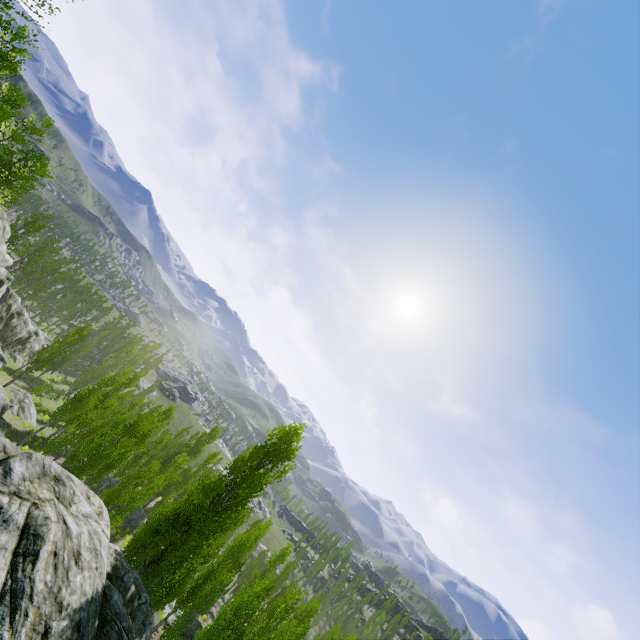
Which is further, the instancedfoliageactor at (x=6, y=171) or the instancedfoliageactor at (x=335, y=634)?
the instancedfoliageactor at (x=6, y=171)

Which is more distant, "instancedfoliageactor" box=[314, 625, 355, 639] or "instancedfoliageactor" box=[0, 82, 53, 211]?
"instancedfoliageactor" box=[0, 82, 53, 211]

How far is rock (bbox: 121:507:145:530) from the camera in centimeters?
3716cm

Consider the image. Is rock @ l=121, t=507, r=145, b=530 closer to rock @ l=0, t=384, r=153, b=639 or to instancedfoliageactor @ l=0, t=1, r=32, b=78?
instancedfoliageactor @ l=0, t=1, r=32, b=78

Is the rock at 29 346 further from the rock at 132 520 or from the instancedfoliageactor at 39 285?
the rock at 132 520

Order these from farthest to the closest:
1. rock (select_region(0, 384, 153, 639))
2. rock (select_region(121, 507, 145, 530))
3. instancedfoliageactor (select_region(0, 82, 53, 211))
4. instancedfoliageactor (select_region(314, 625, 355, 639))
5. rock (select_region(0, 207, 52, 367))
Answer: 1. rock (select_region(121, 507, 145, 530))
2. rock (select_region(0, 207, 52, 367))
3. instancedfoliageactor (select_region(0, 82, 53, 211))
4. instancedfoliageactor (select_region(314, 625, 355, 639))
5. rock (select_region(0, 384, 153, 639))

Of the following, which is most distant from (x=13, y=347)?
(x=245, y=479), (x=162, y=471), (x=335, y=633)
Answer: (x=335, y=633)
